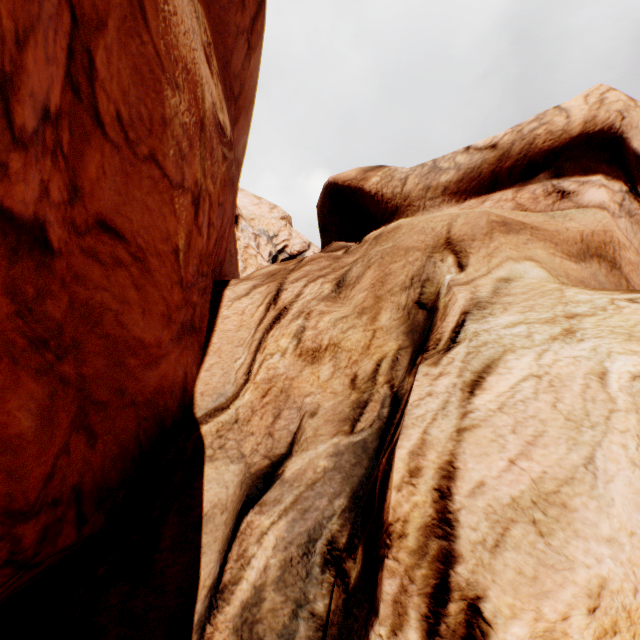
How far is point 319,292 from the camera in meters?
5.5
